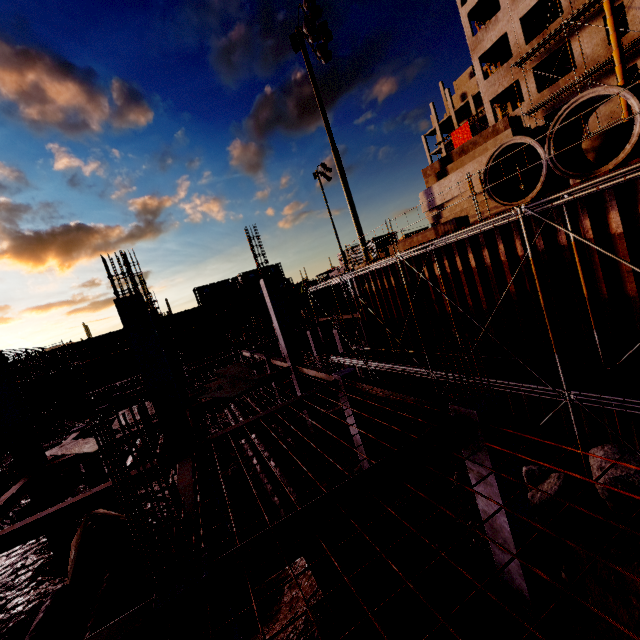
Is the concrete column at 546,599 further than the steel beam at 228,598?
Yes

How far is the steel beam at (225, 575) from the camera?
3.97m

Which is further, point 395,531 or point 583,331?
point 583,331

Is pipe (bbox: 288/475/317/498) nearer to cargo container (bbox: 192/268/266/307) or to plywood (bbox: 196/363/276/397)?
plywood (bbox: 196/363/276/397)

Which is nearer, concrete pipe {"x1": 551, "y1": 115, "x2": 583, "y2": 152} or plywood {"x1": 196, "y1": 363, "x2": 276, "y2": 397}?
concrete pipe {"x1": 551, "y1": 115, "x2": 583, "y2": 152}

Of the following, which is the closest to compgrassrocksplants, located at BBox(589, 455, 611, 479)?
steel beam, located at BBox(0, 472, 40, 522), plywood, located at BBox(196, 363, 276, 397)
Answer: plywood, located at BBox(196, 363, 276, 397)

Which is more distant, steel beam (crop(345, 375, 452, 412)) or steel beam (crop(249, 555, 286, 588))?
steel beam (crop(345, 375, 452, 412))

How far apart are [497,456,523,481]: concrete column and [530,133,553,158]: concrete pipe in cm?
542
